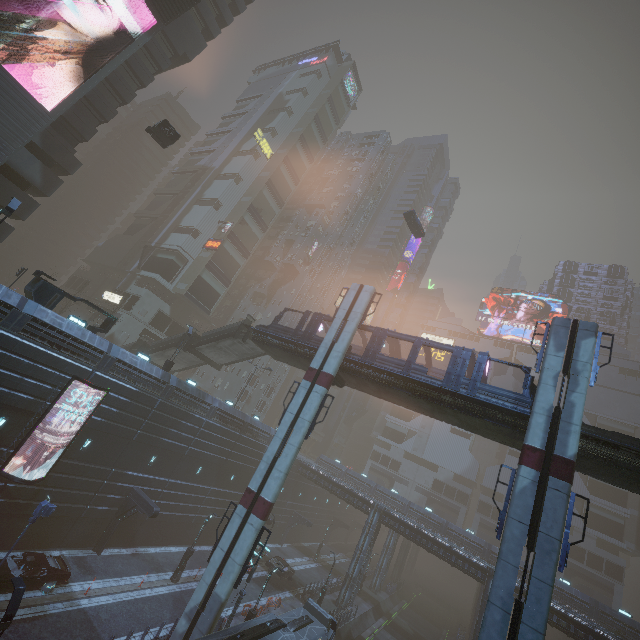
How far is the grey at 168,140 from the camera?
28.69m

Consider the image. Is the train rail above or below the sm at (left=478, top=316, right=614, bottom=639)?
below

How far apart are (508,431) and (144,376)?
26.6m

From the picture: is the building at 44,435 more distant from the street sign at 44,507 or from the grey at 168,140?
the street sign at 44,507

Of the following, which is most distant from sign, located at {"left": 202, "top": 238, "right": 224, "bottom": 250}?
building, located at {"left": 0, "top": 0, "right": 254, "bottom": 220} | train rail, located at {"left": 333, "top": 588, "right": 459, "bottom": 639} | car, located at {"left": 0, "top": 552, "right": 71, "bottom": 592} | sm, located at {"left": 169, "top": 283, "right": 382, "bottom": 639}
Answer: train rail, located at {"left": 333, "top": 588, "right": 459, "bottom": 639}

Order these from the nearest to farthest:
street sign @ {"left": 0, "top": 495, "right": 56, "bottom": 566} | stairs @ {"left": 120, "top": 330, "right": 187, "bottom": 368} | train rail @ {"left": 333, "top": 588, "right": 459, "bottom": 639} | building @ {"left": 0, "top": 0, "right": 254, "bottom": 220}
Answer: street sign @ {"left": 0, "top": 495, "right": 56, "bottom": 566} → building @ {"left": 0, "top": 0, "right": 254, "bottom": 220} → stairs @ {"left": 120, "top": 330, "right": 187, "bottom": 368} → train rail @ {"left": 333, "top": 588, "right": 459, "bottom": 639}

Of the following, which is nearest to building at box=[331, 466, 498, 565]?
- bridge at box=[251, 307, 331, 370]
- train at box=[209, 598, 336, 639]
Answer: train at box=[209, 598, 336, 639]

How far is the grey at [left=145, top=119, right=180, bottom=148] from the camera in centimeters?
2869cm
